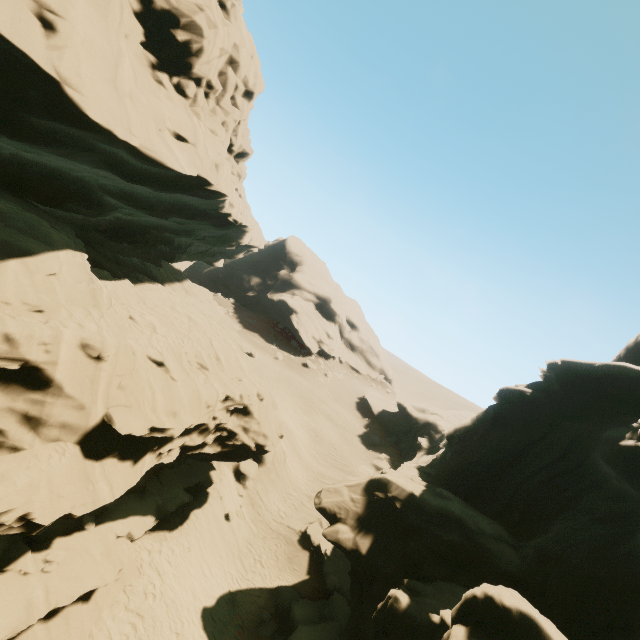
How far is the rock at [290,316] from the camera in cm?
5647

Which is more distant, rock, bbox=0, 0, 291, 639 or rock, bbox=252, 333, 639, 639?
rock, bbox=252, 333, 639, 639

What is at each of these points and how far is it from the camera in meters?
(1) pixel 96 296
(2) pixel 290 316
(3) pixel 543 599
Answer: (1) rock, 11.8
(2) rock, 59.1
(3) rock, 11.2

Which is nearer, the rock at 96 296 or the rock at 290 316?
the rock at 96 296

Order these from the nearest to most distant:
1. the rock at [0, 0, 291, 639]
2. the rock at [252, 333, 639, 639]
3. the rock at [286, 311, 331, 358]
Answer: the rock at [0, 0, 291, 639] < the rock at [252, 333, 639, 639] < the rock at [286, 311, 331, 358]

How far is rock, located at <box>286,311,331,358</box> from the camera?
56.5m

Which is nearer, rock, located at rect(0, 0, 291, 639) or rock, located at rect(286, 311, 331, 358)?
rock, located at rect(0, 0, 291, 639)
